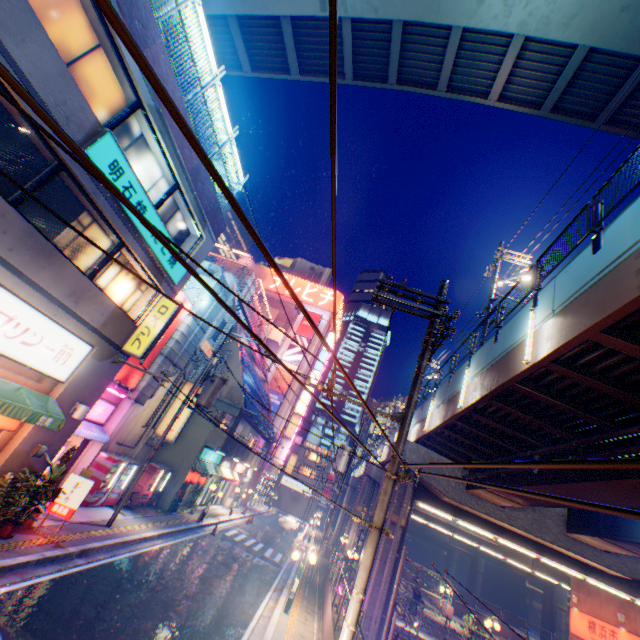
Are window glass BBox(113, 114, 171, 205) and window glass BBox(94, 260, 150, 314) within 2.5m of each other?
yes

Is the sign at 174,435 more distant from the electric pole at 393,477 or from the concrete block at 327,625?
the electric pole at 393,477

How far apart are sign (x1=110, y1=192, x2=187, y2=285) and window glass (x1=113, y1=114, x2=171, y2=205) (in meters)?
0.60

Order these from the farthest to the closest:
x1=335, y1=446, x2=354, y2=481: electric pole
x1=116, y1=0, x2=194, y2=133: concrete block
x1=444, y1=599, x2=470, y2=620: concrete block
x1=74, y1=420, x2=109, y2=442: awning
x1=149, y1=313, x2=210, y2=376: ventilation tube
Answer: x1=444, y1=599, x2=470, y2=620: concrete block → x1=335, y1=446, x2=354, y2=481: electric pole → x1=149, y1=313, x2=210, y2=376: ventilation tube → x1=74, y1=420, x2=109, y2=442: awning → x1=116, y1=0, x2=194, y2=133: concrete block

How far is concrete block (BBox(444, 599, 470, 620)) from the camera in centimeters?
2662cm

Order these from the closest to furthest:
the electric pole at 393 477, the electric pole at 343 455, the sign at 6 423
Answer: the electric pole at 393 477, the sign at 6 423, the electric pole at 343 455

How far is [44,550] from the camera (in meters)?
9.04

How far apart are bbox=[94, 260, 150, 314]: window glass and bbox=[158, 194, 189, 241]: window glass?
1.3m
